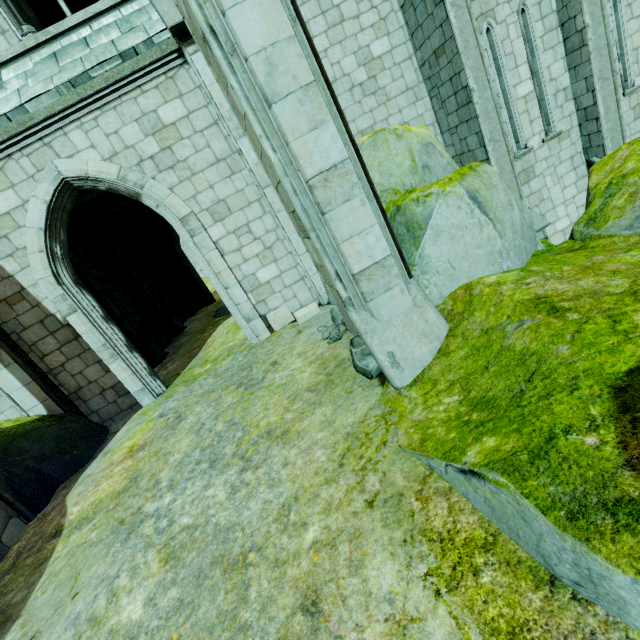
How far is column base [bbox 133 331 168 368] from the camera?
10.8m

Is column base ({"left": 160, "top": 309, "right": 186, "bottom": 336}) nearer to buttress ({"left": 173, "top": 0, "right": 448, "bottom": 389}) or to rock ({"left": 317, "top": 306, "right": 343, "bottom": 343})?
rock ({"left": 317, "top": 306, "right": 343, "bottom": 343})

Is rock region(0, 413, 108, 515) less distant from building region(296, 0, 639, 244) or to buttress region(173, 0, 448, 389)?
building region(296, 0, 639, 244)

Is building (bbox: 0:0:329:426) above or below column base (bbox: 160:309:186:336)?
above

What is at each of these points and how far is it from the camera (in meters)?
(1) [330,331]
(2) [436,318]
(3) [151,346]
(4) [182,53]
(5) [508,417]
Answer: (1) rock, 5.82
(2) buttress, 3.67
(3) column base, 11.23
(4) building, 6.03
(5) rock, 2.19

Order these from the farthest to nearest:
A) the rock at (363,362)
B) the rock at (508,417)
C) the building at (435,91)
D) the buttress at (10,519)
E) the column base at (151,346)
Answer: the column base at (151,346)
the building at (435,91)
the buttress at (10,519)
the rock at (363,362)
the rock at (508,417)

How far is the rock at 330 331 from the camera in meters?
5.5 m

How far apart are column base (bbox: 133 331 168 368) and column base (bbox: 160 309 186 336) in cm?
256
